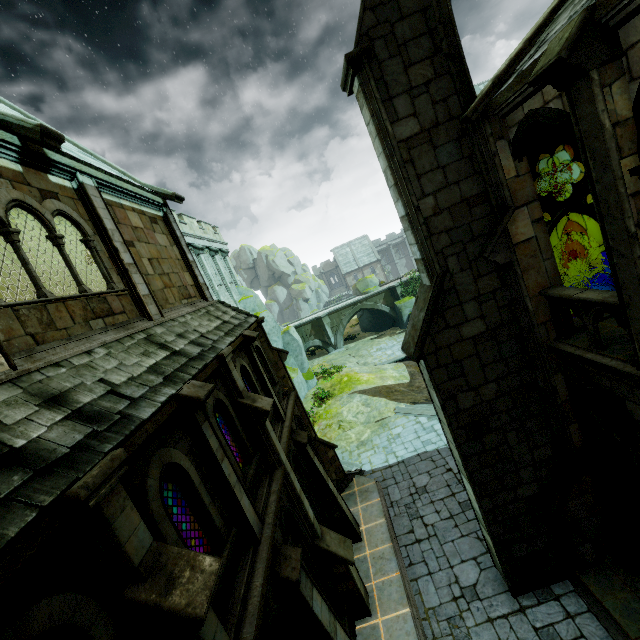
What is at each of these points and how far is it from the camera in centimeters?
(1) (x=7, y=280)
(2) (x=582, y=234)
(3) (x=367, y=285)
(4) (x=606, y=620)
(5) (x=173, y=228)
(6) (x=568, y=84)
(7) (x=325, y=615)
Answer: (1) stone beam, 1216cm
(2) rock, 3334cm
(3) rock, 4041cm
(4) trim, 768cm
(5) stone column, 1183cm
(6) stone column, 455cm
(7) stone column, 704cm

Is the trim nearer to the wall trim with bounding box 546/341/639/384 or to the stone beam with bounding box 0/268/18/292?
the wall trim with bounding box 546/341/639/384

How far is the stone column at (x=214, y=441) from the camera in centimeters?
590cm

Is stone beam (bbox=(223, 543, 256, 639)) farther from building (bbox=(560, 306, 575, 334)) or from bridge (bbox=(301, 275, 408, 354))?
bridge (bbox=(301, 275, 408, 354))

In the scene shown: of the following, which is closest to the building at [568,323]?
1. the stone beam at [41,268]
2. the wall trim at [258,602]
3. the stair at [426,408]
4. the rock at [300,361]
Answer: the wall trim at [258,602]

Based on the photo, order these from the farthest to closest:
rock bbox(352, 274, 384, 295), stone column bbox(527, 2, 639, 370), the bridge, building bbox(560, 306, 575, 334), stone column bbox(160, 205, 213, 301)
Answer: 1. rock bbox(352, 274, 384, 295)
2. the bridge
3. stone column bbox(160, 205, 213, 301)
4. building bbox(560, 306, 575, 334)
5. stone column bbox(527, 2, 639, 370)

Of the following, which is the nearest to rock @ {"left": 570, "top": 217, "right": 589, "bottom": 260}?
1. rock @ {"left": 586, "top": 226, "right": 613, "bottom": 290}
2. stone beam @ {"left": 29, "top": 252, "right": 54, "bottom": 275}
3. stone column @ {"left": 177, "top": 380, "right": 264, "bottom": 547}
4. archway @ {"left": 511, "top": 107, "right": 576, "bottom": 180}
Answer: rock @ {"left": 586, "top": 226, "right": 613, "bottom": 290}

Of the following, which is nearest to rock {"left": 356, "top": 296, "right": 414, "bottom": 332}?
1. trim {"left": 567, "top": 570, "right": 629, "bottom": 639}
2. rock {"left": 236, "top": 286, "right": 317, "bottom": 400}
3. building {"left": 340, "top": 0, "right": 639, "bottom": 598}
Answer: building {"left": 340, "top": 0, "right": 639, "bottom": 598}
